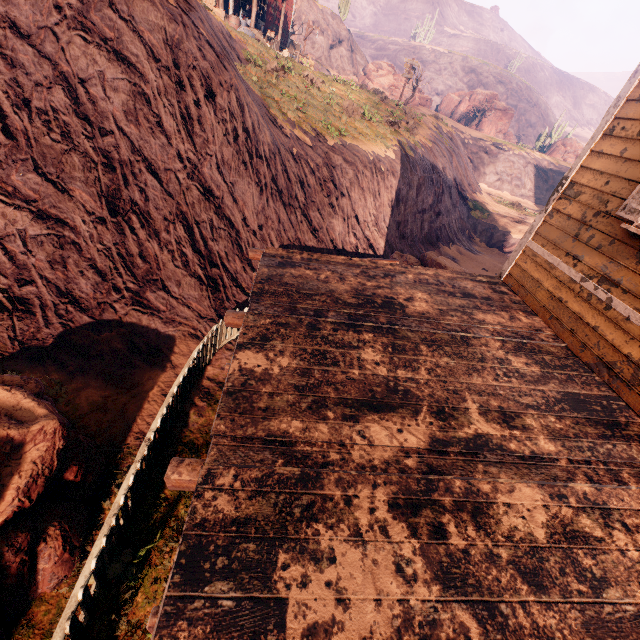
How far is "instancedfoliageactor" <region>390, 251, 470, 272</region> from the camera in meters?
12.7

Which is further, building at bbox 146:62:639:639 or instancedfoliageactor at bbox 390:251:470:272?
instancedfoliageactor at bbox 390:251:470:272

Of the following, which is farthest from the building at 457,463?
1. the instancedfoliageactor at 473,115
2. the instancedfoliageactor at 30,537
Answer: the instancedfoliageactor at 473,115

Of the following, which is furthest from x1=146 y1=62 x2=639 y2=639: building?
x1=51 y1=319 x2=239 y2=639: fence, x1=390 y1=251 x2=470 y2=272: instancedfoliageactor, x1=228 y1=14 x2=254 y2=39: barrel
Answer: x1=228 y1=14 x2=254 y2=39: barrel

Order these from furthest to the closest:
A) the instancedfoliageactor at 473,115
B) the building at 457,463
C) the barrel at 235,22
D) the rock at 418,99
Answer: the instancedfoliageactor at 473,115, the rock at 418,99, the barrel at 235,22, the building at 457,463

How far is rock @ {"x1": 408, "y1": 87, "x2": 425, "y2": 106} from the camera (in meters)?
40.24

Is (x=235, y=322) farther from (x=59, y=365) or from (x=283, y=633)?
(x=59, y=365)

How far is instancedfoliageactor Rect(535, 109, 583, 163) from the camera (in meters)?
46.69
